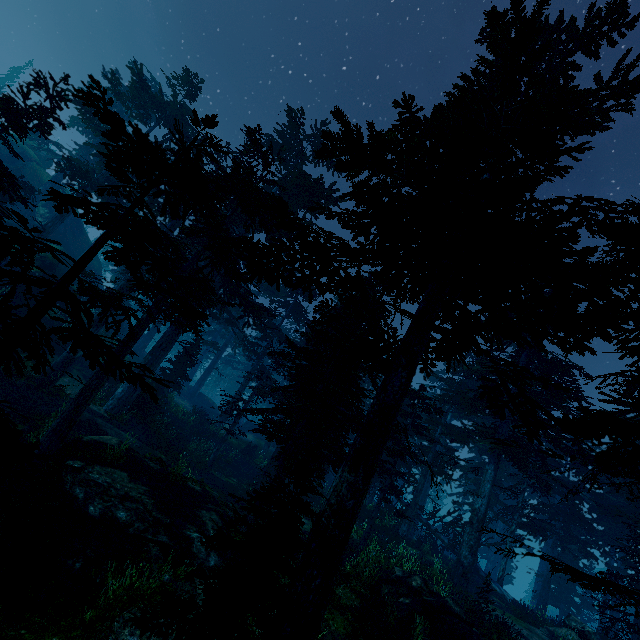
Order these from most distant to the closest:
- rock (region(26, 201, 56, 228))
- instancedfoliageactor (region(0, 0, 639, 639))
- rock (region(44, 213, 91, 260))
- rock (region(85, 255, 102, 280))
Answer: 1. rock (region(85, 255, 102, 280))
2. rock (region(44, 213, 91, 260))
3. rock (region(26, 201, 56, 228))
4. instancedfoliageactor (region(0, 0, 639, 639))

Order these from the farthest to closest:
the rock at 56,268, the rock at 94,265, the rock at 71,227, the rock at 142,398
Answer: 1. the rock at 94,265
2. the rock at 71,227
3. the rock at 56,268
4. the rock at 142,398

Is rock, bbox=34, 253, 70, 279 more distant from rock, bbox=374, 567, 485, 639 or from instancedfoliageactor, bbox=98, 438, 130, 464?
rock, bbox=374, 567, 485, 639

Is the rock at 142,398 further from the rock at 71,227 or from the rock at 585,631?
the rock at 585,631

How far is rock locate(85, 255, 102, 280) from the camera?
36.6 meters

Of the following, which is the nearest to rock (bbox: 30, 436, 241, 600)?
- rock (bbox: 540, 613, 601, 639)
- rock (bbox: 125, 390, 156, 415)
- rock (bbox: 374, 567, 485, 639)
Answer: rock (bbox: 125, 390, 156, 415)

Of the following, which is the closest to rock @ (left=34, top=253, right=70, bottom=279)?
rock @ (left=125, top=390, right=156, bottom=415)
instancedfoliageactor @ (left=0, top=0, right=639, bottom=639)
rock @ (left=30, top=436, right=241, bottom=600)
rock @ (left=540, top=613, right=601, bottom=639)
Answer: instancedfoliageactor @ (left=0, top=0, right=639, bottom=639)

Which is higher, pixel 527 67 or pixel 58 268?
pixel 527 67
